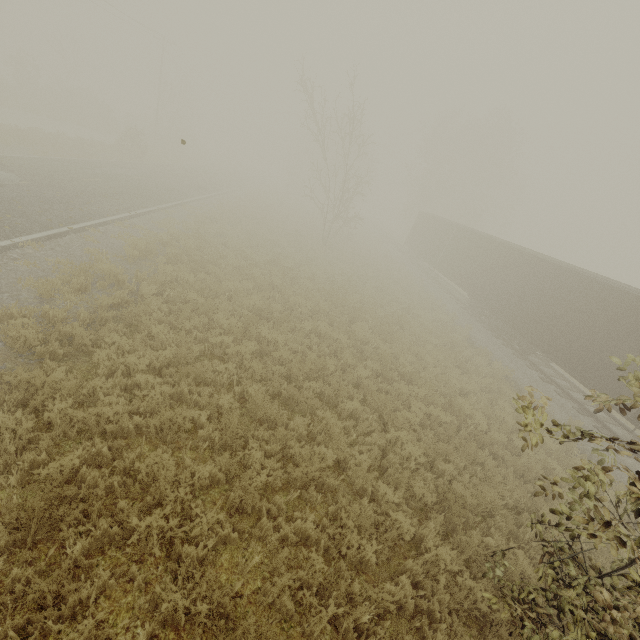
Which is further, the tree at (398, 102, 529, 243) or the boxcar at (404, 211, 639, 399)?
the tree at (398, 102, 529, 243)

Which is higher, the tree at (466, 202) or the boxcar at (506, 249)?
the tree at (466, 202)

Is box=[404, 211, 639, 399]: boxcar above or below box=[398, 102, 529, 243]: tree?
below

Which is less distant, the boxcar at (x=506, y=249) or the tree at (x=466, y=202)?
the boxcar at (x=506, y=249)

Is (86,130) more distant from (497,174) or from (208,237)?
(497,174)

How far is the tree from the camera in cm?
3919
